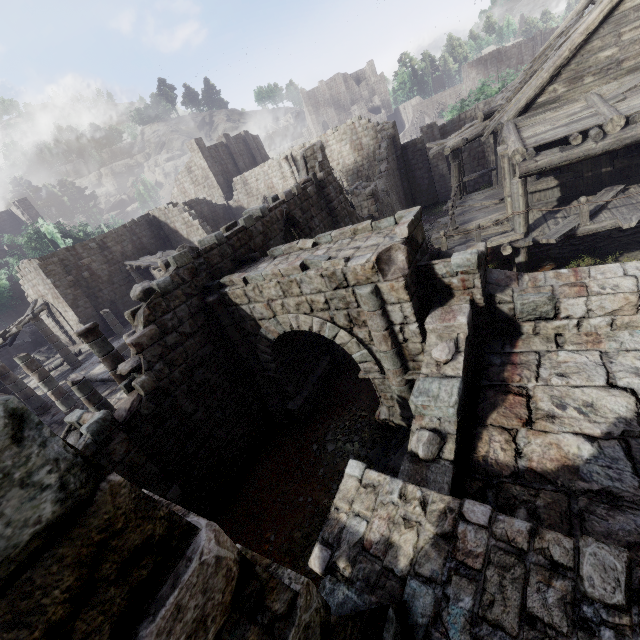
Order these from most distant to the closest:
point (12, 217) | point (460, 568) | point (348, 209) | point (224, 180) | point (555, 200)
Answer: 1. point (12, 217)
2. point (224, 180)
3. point (348, 209)
4. point (555, 200)
5. point (460, 568)

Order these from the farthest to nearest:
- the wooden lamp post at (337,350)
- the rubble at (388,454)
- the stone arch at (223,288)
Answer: the wooden lamp post at (337,350) < the rubble at (388,454) < the stone arch at (223,288)

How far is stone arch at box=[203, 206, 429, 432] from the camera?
6.33m

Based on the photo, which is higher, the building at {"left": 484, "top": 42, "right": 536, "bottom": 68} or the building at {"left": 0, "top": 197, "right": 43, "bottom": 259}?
the building at {"left": 0, "top": 197, "right": 43, "bottom": 259}

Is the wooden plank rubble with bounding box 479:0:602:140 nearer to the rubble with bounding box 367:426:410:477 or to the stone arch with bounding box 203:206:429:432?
the stone arch with bounding box 203:206:429:432

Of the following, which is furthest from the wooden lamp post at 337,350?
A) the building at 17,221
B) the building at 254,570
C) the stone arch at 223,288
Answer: the building at 17,221

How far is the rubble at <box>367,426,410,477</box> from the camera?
7.27m

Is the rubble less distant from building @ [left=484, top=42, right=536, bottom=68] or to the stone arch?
the stone arch
